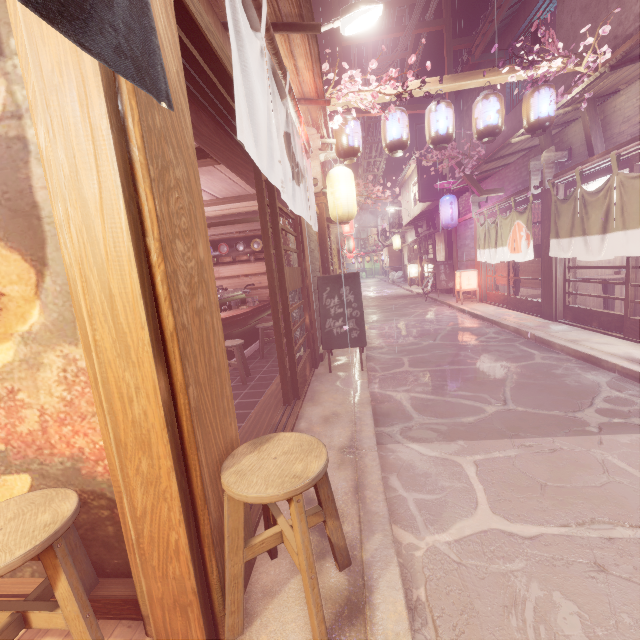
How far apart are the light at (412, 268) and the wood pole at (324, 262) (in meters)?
23.17

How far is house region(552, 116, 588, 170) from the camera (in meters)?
10.77

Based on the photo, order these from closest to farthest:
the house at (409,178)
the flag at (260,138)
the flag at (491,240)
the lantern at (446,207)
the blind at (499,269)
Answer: the flag at (260,138) < the flag at (491,240) < the blind at (499,269) < the lantern at (446,207) < the house at (409,178)

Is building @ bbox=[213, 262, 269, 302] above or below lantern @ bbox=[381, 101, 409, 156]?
below

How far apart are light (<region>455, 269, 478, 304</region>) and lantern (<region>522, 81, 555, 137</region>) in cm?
966

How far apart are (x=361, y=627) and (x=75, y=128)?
4.1 meters

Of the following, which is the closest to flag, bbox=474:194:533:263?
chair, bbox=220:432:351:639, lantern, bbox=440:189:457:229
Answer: lantern, bbox=440:189:457:229

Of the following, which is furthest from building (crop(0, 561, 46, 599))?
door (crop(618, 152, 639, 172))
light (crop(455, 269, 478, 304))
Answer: light (crop(455, 269, 478, 304))
